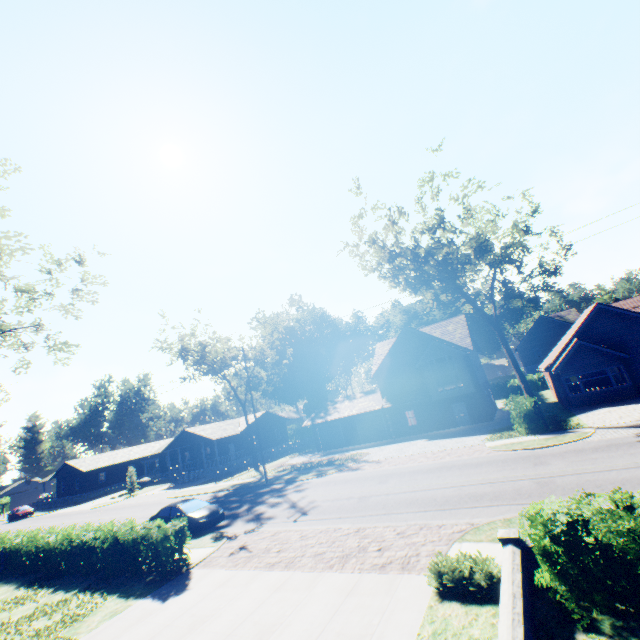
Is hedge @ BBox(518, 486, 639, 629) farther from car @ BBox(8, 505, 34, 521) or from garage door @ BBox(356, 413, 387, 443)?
car @ BBox(8, 505, 34, 521)

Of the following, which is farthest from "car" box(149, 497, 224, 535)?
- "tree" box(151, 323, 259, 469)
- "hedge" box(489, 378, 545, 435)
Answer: "hedge" box(489, 378, 545, 435)

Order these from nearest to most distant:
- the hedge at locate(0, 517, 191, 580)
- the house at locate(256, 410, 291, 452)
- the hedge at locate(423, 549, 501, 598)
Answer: the hedge at locate(423, 549, 501, 598)
the hedge at locate(0, 517, 191, 580)
the house at locate(256, 410, 291, 452)

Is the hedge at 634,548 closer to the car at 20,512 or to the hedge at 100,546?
the hedge at 100,546

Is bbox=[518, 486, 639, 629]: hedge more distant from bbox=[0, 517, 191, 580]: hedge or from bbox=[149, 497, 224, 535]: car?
bbox=[149, 497, 224, 535]: car

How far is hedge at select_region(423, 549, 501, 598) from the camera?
7.15m

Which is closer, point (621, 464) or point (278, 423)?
point (621, 464)

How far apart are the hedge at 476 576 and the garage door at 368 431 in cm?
2804
